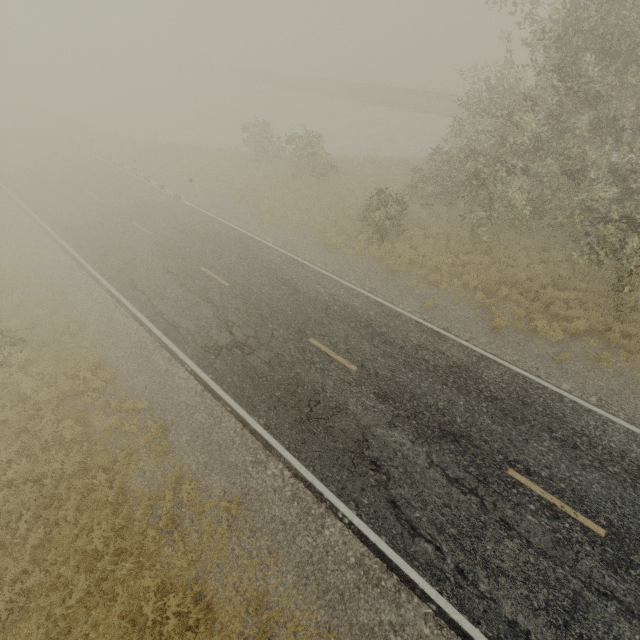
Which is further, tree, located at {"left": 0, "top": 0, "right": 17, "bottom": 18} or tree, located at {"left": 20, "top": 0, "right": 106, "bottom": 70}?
tree, located at {"left": 0, "top": 0, "right": 17, "bottom": 18}

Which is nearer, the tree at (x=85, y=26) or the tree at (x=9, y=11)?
the tree at (x=85, y=26)

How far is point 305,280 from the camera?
14.92m
